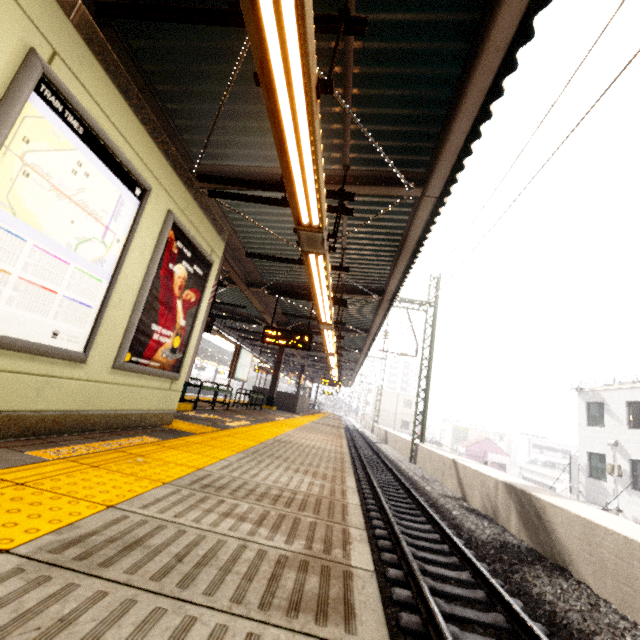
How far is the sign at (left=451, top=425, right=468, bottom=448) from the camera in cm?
5141

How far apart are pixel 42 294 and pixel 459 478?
11.04m

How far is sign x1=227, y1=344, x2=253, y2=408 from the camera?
10.42m

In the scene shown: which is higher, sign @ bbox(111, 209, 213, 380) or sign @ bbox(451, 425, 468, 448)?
sign @ bbox(111, 209, 213, 380)

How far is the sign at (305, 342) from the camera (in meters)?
9.64

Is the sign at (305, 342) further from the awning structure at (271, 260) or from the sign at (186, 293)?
the sign at (186, 293)

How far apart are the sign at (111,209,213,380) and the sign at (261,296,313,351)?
5.13m

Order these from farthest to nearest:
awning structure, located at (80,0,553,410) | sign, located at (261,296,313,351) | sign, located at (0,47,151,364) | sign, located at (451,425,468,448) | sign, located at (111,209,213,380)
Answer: sign, located at (451,425,468,448) → sign, located at (261,296,313,351) → sign, located at (111,209,213,380) → awning structure, located at (80,0,553,410) → sign, located at (0,47,151,364)
